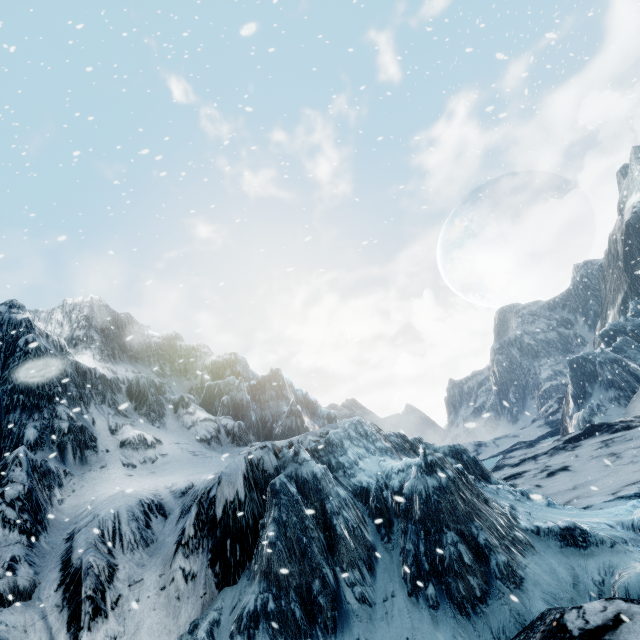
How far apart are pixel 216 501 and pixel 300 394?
22.7m
